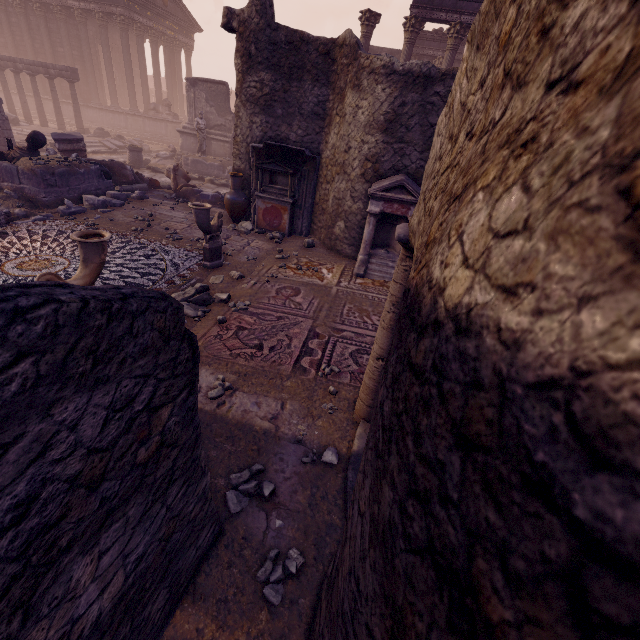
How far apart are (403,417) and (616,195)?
0.62m

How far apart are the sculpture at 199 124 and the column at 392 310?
15.3 meters

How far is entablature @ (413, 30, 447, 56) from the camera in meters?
17.5

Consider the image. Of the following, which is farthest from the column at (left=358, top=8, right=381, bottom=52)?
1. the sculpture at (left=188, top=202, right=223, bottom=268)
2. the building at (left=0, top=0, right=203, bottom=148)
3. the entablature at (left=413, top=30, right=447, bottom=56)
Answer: the building at (left=0, top=0, right=203, bottom=148)

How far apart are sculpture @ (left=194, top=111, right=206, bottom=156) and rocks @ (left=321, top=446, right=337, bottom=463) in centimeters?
1584cm

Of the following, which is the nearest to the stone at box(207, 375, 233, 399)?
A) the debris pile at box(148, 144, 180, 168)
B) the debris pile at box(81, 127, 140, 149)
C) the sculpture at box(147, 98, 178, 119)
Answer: the debris pile at box(148, 144, 180, 168)

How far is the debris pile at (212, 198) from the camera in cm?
1080

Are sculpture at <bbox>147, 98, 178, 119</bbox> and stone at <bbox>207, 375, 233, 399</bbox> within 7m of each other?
no
